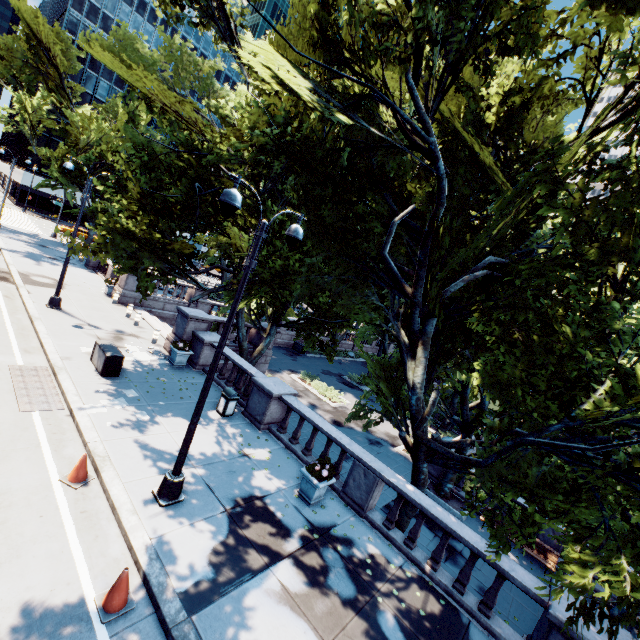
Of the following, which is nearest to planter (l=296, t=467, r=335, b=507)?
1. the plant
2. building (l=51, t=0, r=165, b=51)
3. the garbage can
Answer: the plant

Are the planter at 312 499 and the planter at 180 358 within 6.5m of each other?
no

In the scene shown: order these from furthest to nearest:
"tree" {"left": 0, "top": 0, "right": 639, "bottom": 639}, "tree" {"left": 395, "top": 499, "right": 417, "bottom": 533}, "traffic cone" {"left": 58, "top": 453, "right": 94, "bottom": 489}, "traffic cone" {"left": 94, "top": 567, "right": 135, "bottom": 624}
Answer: "tree" {"left": 395, "top": 499, "right": 417, "bottom": 533}
"traffic cone" {"left": 58, "top": 453, "right": 94, "bottom": 489}
"tree" {"left": 0, "top": 0, "right": 639, "bottom": 639}
"traffic cone" {"left": 94, "top": 567, "right": 135, "bottom": 624}

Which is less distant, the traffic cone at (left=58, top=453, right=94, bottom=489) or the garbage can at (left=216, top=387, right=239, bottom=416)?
the traffic cone at (left=58, top=453, right=94, bottom=489)

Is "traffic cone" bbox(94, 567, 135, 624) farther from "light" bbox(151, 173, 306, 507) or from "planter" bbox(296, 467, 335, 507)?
"planter" bbox(296, 467, 335, 507)

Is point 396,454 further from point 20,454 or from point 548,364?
point 20,454

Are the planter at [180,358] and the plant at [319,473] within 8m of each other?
no

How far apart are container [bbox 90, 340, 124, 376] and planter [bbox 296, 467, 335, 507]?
8.0 meters
